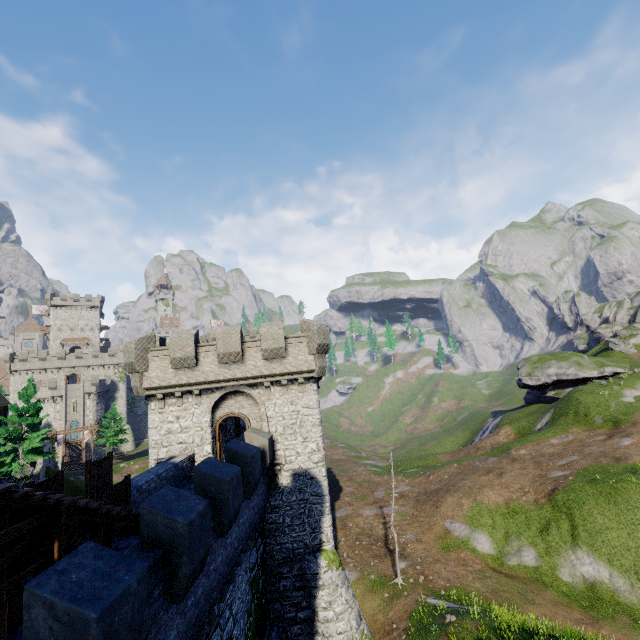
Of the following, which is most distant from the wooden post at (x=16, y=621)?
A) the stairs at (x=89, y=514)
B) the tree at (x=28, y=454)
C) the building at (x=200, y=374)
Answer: the tree at (x=28, y=454)

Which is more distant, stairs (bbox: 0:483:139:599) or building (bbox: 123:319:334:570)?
building (bbox: 123:319:334:570)

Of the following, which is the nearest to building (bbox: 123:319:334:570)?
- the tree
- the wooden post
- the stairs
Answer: the stairs

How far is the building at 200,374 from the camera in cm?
1797

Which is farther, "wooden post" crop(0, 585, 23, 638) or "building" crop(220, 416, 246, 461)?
"building" crop(220, 416, 246, 461)

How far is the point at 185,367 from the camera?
18.1 meters

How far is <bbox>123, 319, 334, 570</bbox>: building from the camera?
18.0 meters
